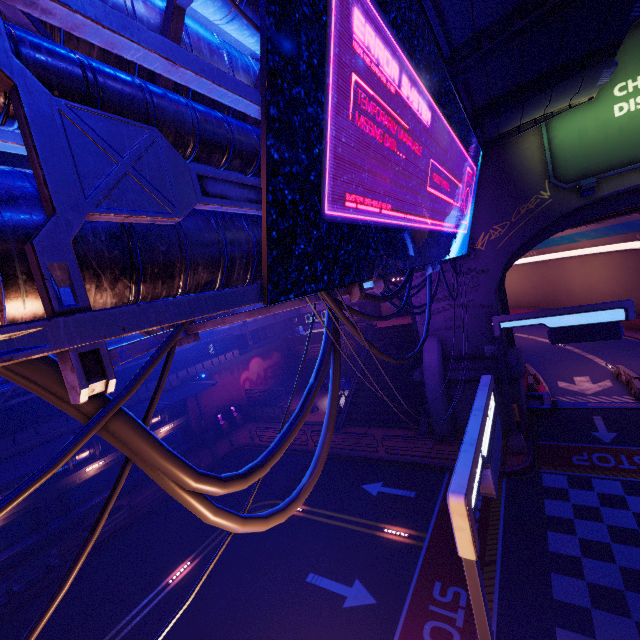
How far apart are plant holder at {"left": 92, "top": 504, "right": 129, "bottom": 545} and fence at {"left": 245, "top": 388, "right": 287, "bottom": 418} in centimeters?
1274cm

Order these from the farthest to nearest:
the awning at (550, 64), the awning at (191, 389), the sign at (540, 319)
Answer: the awning at (191, 389)
the sign at (540, 319)
the awning at (550, 64)

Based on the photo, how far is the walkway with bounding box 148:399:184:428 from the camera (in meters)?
24.62

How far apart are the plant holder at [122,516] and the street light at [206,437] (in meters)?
7.73

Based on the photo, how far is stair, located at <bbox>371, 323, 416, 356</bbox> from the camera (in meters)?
27.59

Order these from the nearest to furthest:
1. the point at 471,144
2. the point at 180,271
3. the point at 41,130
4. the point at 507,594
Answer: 1. the point at 41,130
2. the point at 180,271
3. the point at 507,594
4. the point at 471,144

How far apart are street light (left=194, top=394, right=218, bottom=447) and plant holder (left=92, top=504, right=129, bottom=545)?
7.73m

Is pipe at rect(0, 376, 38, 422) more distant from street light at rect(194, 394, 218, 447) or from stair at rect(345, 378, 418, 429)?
stair at rect(345, 378, 418, 429)
